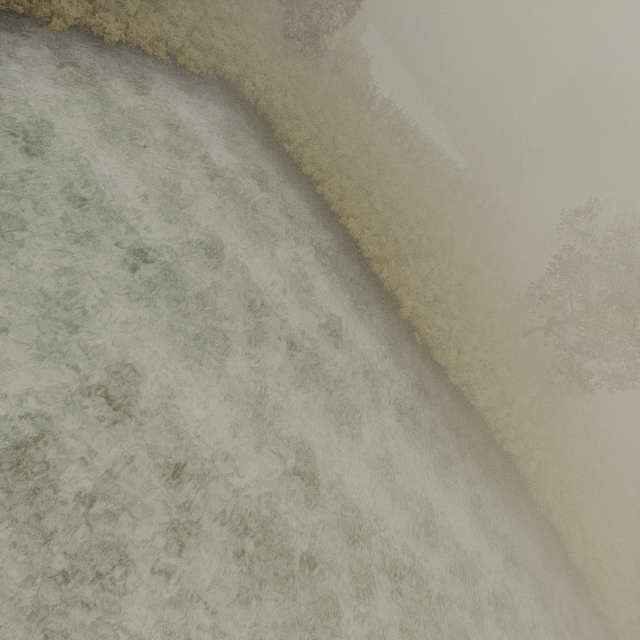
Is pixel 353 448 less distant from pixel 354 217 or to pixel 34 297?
pixel 34 297
